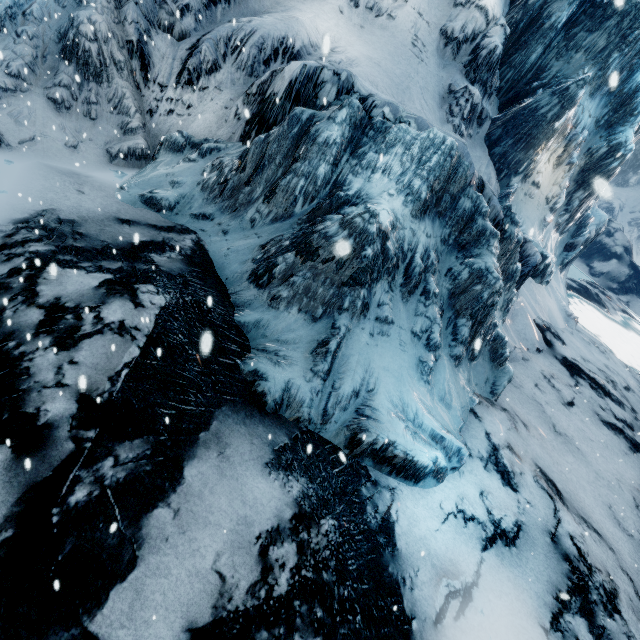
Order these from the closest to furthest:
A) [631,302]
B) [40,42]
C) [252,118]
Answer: [40,42]
[252,118]
[631,302]
